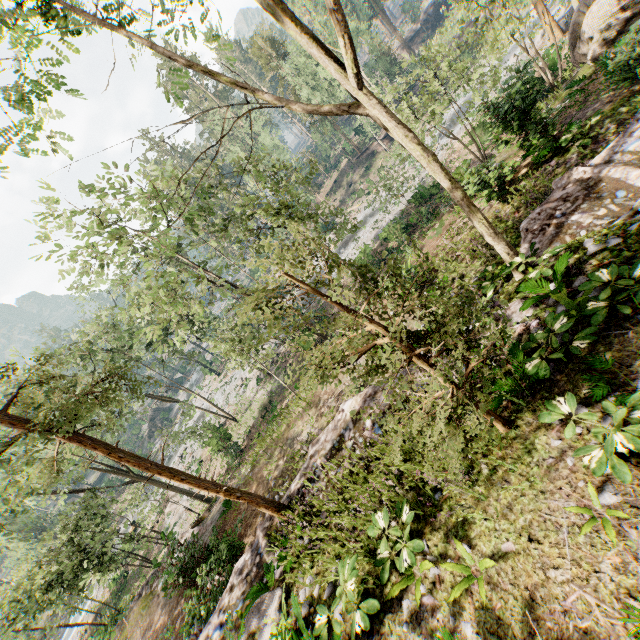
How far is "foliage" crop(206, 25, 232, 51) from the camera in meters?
8.3

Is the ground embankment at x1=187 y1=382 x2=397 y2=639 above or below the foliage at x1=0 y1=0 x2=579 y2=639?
below

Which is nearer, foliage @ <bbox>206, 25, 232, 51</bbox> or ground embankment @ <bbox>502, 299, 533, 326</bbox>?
ground embankment @ <bbox>502, 299, 533, 326</bbox>

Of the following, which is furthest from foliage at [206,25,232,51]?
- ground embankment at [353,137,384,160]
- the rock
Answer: the rock

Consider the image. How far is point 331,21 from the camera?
5.0 meters

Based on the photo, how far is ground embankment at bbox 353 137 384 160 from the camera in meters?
49.3

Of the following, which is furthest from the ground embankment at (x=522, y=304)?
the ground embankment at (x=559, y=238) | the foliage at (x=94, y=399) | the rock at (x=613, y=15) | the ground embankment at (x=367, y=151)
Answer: the ground embankment at (x=367, y=151)

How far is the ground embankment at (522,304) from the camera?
7.54m
